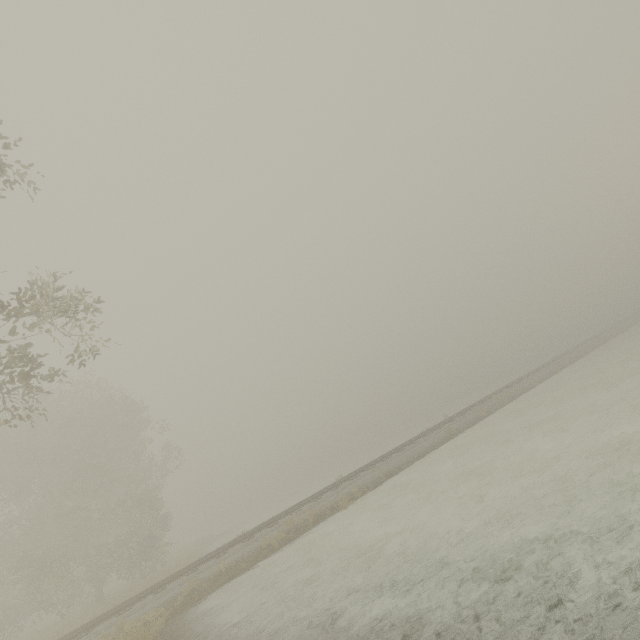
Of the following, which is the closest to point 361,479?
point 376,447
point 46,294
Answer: point 46,294
